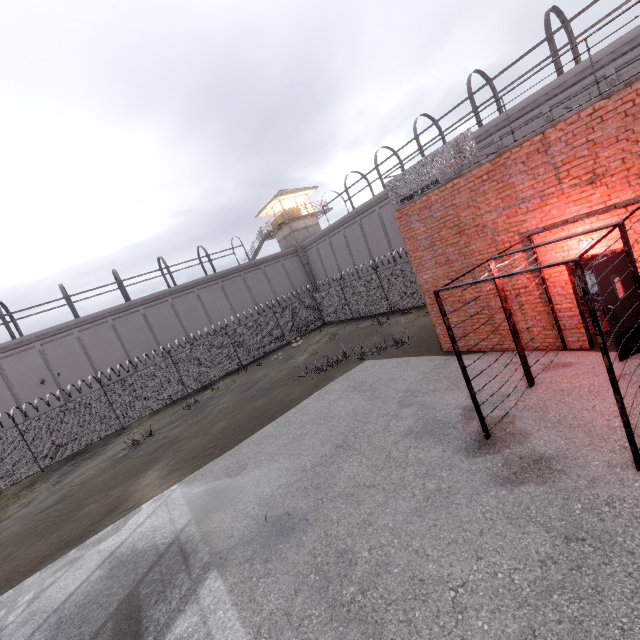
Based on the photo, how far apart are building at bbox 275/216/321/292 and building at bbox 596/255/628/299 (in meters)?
31.68

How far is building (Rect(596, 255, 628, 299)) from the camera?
6.32m

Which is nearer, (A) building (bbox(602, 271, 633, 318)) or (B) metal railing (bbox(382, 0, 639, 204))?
(B) metal railing (bbox(382, 0, 639, 204))

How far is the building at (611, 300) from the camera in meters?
6.4

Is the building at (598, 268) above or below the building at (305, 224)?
below

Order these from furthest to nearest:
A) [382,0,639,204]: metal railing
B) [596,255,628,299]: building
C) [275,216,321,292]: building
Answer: [275,216,321,292]: building → [596,255,628,299]: building → [382,0,639,204]: metal railing

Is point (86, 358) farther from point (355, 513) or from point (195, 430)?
point (355, 513)
